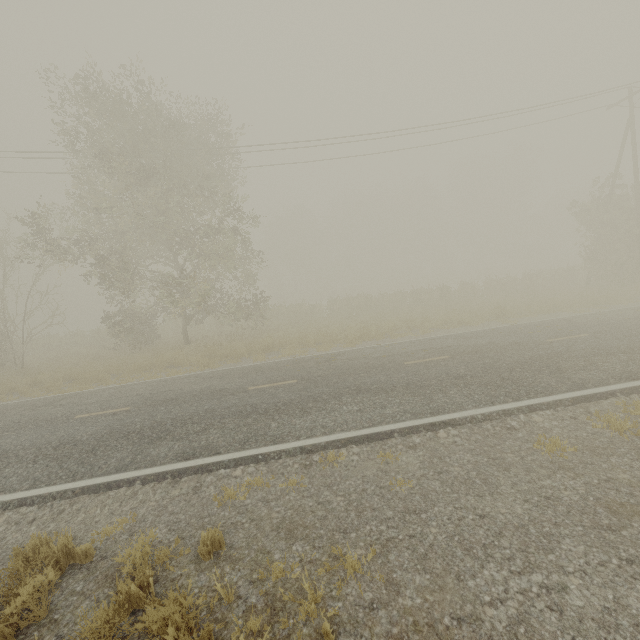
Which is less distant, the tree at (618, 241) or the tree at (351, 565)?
the tree at (351, 565)

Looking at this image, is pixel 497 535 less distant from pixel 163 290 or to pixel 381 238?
pixel 163 290

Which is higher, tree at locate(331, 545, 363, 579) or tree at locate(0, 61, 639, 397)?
tree at locate(0, 61, 639, 397)

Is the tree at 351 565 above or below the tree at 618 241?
below

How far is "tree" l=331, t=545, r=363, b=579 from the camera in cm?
362

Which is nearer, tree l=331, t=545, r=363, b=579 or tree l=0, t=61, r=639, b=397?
tree l=331, t=545, r=363, b=579
